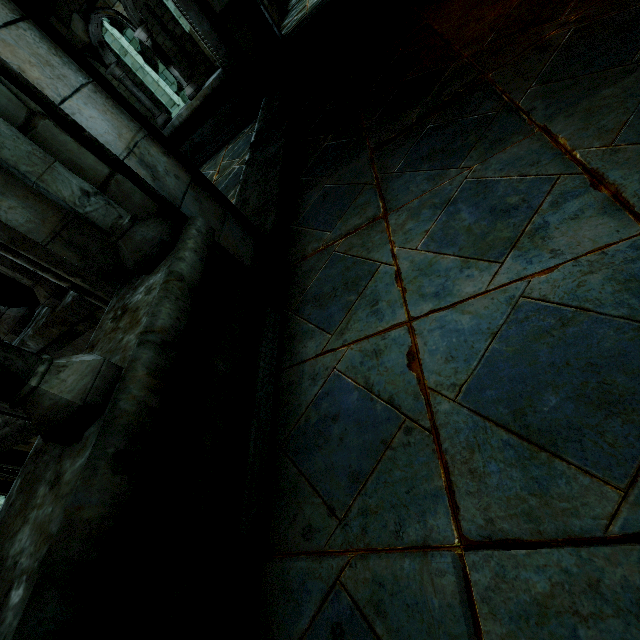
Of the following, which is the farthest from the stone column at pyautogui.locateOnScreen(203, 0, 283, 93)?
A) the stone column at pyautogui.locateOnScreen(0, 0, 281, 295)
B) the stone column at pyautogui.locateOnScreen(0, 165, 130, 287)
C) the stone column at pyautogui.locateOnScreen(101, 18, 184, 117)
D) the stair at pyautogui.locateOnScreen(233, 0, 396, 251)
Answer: the stone column at pyautogui.locateOnScreen(101, 18, 184, 117)

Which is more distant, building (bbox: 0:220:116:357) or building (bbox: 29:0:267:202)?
building (bbox: 29:0:267:202)

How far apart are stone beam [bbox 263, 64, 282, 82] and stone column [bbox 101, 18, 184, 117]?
12.8m

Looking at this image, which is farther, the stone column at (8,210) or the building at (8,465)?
the building at (8,465)

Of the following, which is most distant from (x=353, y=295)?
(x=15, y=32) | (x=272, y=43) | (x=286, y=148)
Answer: (x=272, y=43)

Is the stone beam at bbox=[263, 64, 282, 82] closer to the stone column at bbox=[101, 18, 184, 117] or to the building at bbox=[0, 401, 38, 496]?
the building at bbox=[0, 401, 38, 496]

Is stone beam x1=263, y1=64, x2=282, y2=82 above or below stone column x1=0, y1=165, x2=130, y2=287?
below

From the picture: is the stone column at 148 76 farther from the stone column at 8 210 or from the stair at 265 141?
the stone column at 8 210
